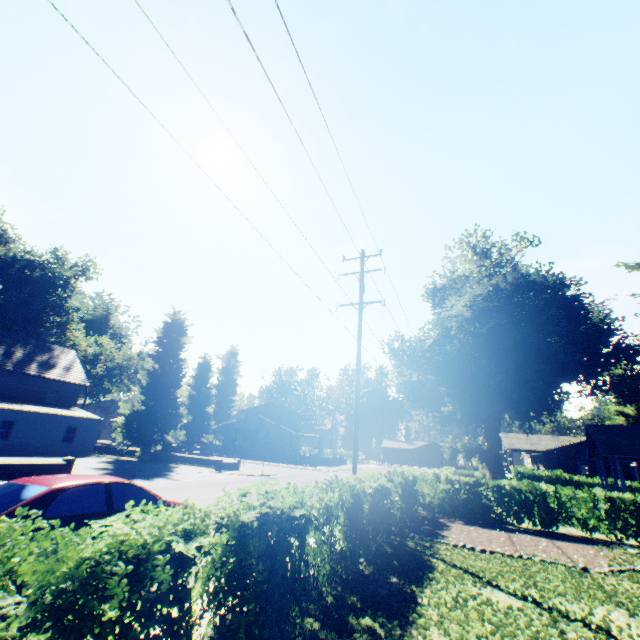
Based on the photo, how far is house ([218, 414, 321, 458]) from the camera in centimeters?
5097cm

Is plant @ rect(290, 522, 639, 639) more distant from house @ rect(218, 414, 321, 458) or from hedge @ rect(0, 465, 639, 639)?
hedge @ rect(0, 465, 639, 639)

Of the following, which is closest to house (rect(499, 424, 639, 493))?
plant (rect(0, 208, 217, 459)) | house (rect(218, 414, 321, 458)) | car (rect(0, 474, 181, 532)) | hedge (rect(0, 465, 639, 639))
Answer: plant (rect(0, 208, 217, 459))

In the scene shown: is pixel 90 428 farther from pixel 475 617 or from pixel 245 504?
pixel 475 617

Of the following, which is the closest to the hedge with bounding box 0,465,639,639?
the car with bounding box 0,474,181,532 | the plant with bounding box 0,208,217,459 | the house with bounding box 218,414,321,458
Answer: the plant with bounding box 0,208,217,459

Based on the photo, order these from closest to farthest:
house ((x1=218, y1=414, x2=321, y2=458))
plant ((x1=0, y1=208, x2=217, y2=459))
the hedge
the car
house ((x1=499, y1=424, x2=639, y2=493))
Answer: the hedge, the car, house ((x1=499, y1=424, x2=639, y2=493)), plant ((x1=0, y1=208, x2=217, y2=459)), house ((x1=218, y1=414, x2=321, y2=458))

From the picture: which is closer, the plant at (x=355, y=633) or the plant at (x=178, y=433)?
the plant at (x=355, y=633)

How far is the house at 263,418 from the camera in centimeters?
5097cm
